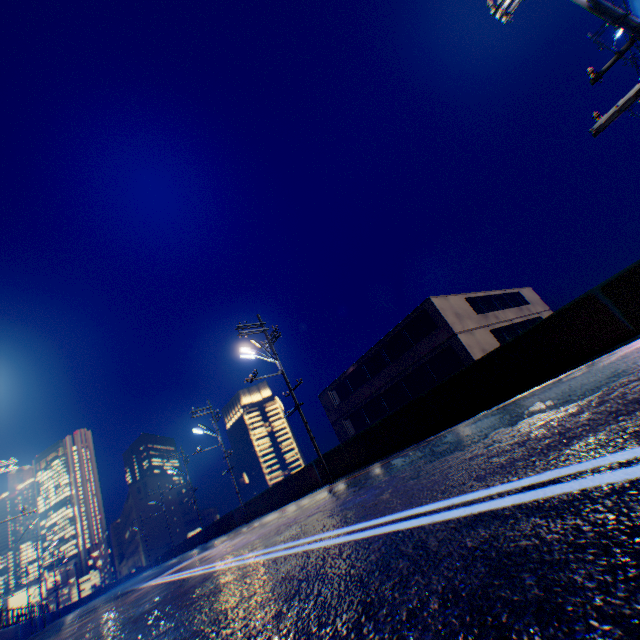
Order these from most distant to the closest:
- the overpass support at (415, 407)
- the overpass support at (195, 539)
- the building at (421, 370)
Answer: the overpass support at (195, 539) → the building at (421, 370) → the overpass support at (415, 407)

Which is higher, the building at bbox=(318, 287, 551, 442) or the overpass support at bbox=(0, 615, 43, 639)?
the building at bbox=(318, 287, 551, 442)

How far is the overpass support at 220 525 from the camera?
25.0m

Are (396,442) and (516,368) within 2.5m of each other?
no

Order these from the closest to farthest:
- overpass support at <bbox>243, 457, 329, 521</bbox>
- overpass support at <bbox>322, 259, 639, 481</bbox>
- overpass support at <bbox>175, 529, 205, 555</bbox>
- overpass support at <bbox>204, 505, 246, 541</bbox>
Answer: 1. overpass support at <bbox>322, 259, 639, 481</bbox>
2. overpass support at <bbox>243, 457, 329, 521</bbox>
3. overpass support at <bbox>204, 505, 246, 541</bbox>
4. overpass support at <bbox>175, 529, 205, 555</bbox>

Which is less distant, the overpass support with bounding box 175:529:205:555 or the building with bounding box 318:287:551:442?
the building with bounding box 318:287:551:442

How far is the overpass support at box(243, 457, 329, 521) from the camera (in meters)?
16.44
